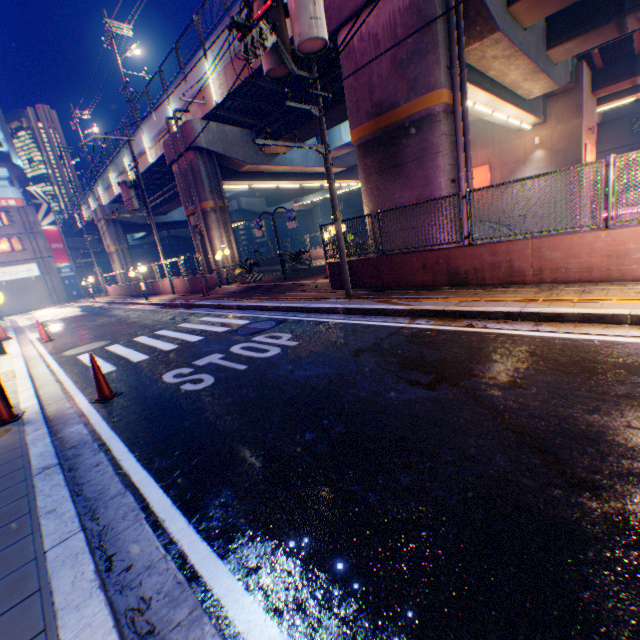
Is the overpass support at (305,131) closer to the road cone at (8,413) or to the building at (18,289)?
the building at (18,289)

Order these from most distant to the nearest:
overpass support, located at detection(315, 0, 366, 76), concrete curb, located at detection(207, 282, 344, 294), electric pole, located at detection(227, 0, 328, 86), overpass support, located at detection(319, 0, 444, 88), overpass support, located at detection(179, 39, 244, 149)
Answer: overpass support, located at detection(179, 39, 244, 149), concrete curb, located at detection(207, 282, 344, 294), overpass support, located at detection(315, 0, 366, 76), overpass support, located at detection(319, 0, 444, 88), electric pole, located at detection(227, 0, 328, 86)

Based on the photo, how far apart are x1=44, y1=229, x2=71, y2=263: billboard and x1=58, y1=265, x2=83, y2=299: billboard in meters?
0.2

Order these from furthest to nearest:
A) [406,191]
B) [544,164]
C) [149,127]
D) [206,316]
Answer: [149,127] < [544,164] < [206,316] < [406,191]

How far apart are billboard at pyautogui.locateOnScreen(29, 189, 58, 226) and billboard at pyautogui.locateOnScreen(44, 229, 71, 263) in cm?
17

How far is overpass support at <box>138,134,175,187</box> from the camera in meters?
19.6

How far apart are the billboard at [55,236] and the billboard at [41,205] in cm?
17

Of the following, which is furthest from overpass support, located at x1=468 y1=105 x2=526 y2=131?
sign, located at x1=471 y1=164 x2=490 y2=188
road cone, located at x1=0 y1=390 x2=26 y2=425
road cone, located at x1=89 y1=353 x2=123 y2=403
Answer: road cone, located at x1=0 y1=390 x2=26 y2=425
